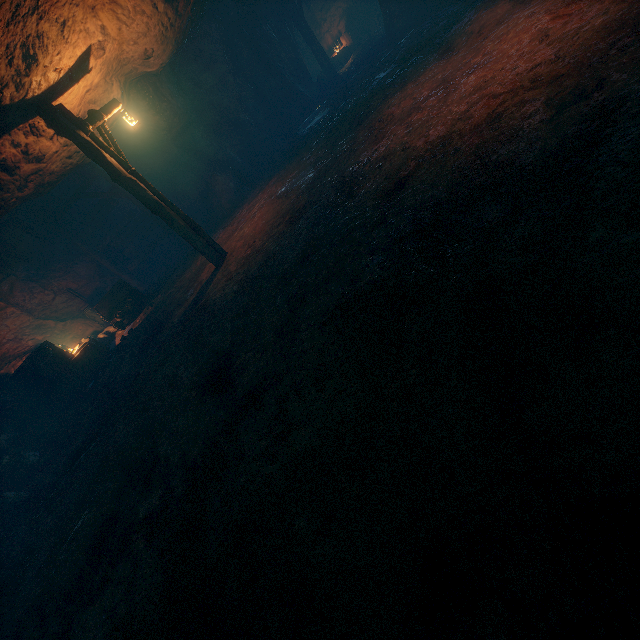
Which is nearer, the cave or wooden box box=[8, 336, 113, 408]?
wooden box box=[8, 336, 113, 408]

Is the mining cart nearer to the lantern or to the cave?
the lantern

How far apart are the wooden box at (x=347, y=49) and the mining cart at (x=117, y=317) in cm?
1857

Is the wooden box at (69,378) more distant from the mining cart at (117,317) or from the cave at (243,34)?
the cave at (243,34)

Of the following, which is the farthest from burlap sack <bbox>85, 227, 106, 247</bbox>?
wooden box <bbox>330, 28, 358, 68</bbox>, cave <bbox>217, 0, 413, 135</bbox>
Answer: wooden box <bbox>330, 28, 358, 68</bbox>

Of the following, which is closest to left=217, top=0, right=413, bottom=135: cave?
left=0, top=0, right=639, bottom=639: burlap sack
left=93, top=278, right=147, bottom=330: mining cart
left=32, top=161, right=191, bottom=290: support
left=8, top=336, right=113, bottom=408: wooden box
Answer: left=0, top=0, right=639, bottom=639: burlap sack

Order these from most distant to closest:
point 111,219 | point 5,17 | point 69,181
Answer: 1. point 111,219
2. point 69,181
3. point 5,17

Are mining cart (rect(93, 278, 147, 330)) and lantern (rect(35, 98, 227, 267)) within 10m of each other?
yes
